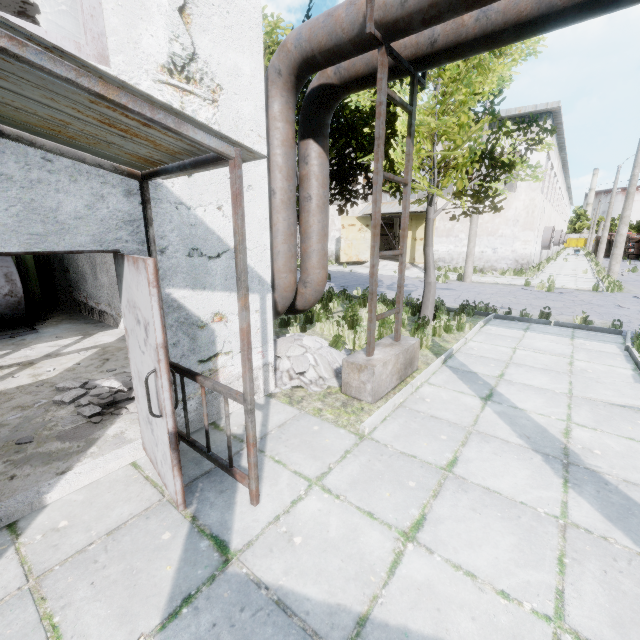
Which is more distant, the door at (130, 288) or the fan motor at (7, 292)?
the fan motor at (7, 292)

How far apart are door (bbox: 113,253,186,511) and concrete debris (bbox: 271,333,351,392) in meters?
1.9

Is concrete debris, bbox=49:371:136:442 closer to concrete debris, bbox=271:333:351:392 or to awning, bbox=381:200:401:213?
concrete debris, bbox=271:333:351:392

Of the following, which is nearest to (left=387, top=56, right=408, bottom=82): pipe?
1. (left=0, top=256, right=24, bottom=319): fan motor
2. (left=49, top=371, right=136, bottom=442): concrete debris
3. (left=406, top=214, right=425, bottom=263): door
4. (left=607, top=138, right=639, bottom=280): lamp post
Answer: (left=49, top=371, right=136, bottom=442): concrete debris

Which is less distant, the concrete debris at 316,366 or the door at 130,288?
the door at 130,288

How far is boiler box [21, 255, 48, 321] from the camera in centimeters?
864cm

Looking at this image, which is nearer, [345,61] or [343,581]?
[343,581]

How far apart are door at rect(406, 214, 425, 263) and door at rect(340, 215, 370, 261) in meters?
2.7
